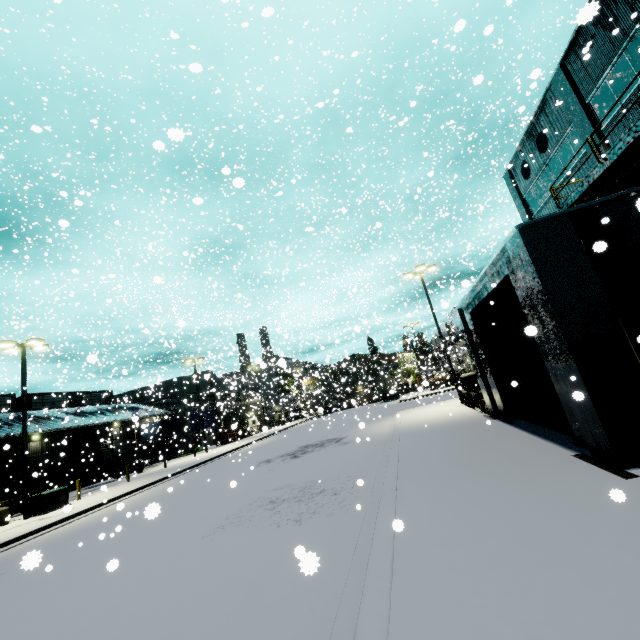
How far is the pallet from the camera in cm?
2792

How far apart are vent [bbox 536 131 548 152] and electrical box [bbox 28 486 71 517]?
33.9 meters

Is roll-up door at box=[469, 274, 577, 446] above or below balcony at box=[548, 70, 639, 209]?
below

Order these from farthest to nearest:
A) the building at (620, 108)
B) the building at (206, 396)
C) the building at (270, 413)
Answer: the building at (206, 396) < the building at (270, 413) < the building at (620, 108)

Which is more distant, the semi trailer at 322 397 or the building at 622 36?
the semi trailer at 322 397

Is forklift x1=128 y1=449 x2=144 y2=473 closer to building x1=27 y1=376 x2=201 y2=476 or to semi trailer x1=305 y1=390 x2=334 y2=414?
building x1=27 y1=376 x2=201 y2=476

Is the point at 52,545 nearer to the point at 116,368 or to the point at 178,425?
the point at 116,368

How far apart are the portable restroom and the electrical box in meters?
13.7 m
